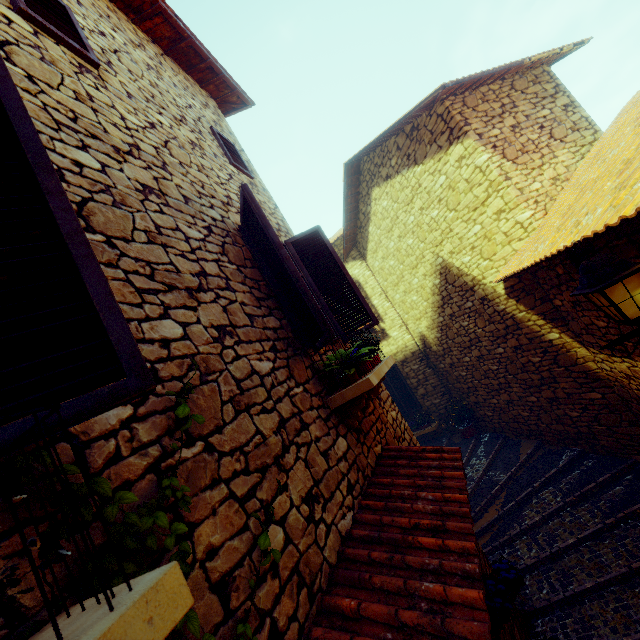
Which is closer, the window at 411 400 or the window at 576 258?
the window at 576 258

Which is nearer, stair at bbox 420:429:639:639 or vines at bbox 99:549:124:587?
vines at bbox 99:549:124:587

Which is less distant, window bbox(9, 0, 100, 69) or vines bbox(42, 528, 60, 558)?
vines bbox(42, 528, 60, 558)

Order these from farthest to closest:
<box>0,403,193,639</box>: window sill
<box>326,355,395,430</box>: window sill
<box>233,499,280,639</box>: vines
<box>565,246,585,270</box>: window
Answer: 1. <box>565,246,585,270</box>: window
2. <box>326,355,395,430</box>: window sill
3. <box>233,499,280,639</box>: vines
4. <box>0,403,193,639</box>: window sill

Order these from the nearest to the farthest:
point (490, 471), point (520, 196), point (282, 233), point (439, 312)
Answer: point (282, 233) < point (520, 196) < point (490, 471) < point (439, 312)

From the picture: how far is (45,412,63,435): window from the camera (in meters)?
0.91

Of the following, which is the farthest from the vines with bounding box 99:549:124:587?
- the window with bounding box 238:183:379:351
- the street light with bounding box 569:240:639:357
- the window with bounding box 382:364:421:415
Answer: the window with bounding box 382:364:421:415

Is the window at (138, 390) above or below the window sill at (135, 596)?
above
